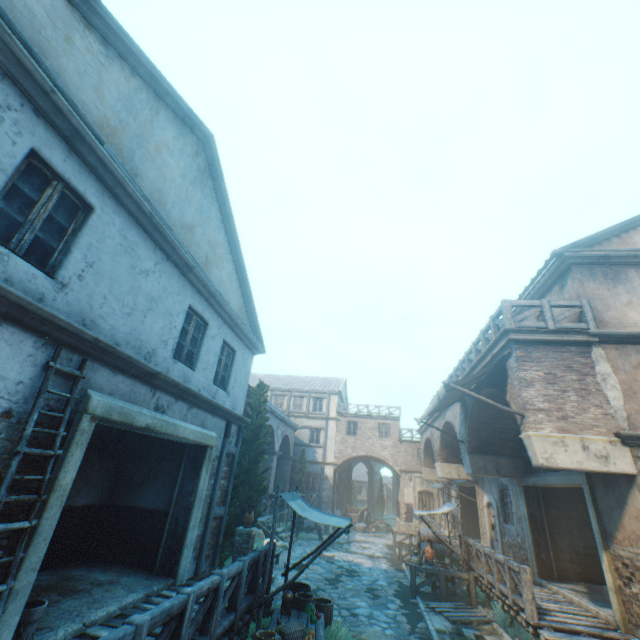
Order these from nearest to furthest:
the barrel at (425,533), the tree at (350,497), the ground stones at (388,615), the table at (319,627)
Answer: the table at (319,627)
the ground stones at (388,615)
the barrel at (425,533)
the tree at (350,497)

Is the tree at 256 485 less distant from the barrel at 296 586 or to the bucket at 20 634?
the barrel at 296 586

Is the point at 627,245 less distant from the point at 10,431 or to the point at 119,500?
the point at 10,431

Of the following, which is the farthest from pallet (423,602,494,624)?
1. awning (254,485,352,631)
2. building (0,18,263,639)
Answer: awning (254,485,352,631)

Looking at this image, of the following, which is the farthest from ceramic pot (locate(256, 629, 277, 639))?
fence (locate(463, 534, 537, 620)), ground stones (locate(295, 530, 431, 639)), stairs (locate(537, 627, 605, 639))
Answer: fence (locate(463, 534, 537, 620))

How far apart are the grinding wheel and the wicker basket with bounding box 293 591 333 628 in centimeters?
1383cm

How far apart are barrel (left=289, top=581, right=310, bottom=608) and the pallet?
4.5m

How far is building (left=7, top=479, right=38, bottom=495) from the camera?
3.88m
